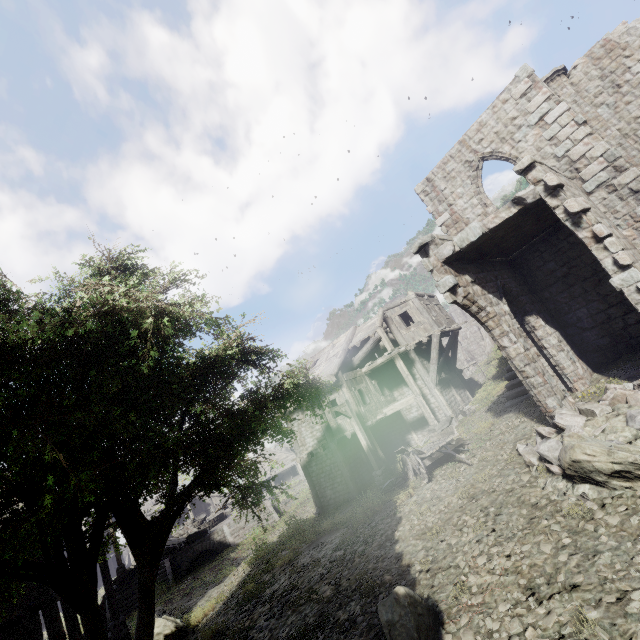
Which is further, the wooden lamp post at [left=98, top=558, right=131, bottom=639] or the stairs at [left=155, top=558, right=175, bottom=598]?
the stairs at [left=155, top=558, right=175, bottom=598]

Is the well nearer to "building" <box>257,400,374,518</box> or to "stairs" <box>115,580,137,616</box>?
"building" <box>257,400,374,518</box>

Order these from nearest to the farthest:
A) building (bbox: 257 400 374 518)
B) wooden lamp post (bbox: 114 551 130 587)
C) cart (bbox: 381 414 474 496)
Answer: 1. cart (bbox: 381 414 474 496)
2. building (bbox: 257 400 374 518)
3. wooden lamp post (bbox: 114 551 130 587)

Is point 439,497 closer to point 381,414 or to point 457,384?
point 381,414

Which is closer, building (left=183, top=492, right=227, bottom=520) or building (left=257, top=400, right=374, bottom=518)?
building (left=257, top=400, right=374, bottom=518)

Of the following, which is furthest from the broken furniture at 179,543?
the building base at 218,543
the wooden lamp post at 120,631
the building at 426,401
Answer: the wooden lamp post at 120,631

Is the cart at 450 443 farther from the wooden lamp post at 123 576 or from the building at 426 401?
the wooden lamp post at 123 576

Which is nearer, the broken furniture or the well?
the broken furniture
